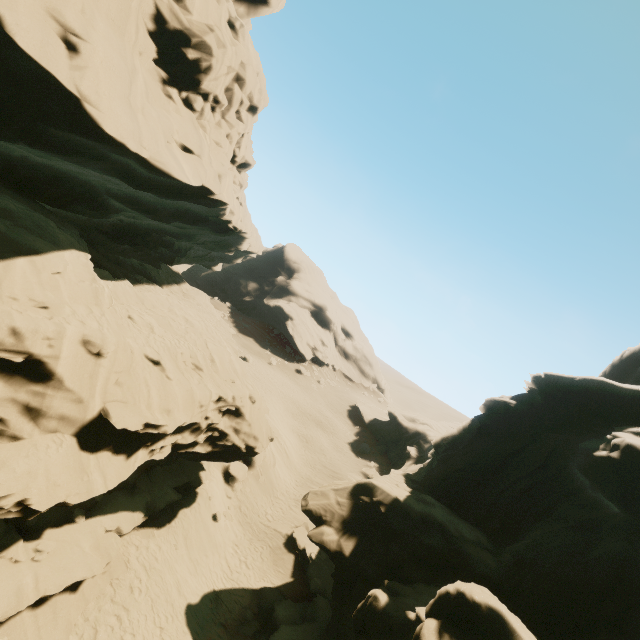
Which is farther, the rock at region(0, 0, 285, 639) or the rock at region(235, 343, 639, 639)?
the rock at region(235, 343, 639, 639)

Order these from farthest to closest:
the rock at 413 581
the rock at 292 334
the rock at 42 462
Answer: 1. the rock at 292 334
2. the rock at 413 581
3. the rock at 42 462

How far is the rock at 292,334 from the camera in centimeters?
5680cm

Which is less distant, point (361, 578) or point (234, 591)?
point (361, 578)

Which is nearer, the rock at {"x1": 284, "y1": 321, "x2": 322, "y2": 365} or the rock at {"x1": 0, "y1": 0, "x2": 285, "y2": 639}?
the rock at {"x1": 0, "y1": 0, "x2": 285, "y2": 639}

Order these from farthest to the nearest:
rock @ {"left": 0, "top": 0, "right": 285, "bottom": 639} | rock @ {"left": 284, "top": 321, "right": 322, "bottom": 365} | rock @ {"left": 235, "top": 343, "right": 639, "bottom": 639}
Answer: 1. rock @ {"left": 284, "top": 321, "right": 322, "bottom": 365}
2. rock @ {"left": 235, "top": 343, "right": 639, "bottom": 639}
3. rock @ {"left": 0, "top": 0, "right": 285, "bottom": 639}

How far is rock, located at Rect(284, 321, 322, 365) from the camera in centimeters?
5680cm
